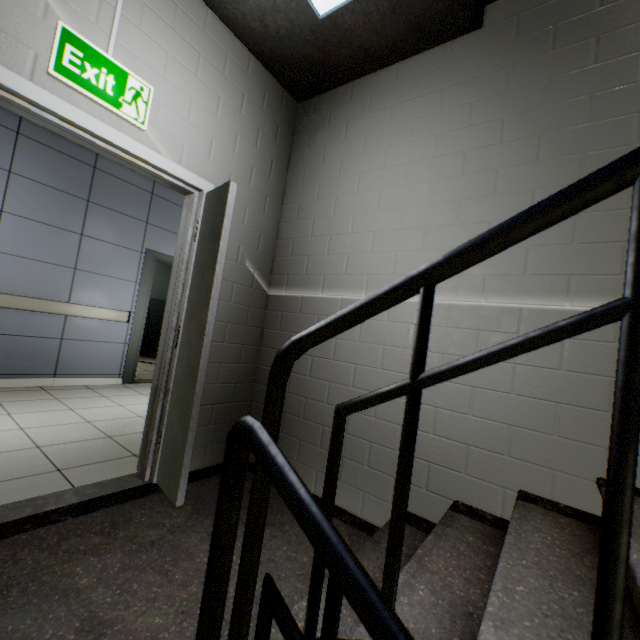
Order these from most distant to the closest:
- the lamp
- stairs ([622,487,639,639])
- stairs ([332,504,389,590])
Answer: the lamp < stairs ([332,504,389,590]) < stairs ([622,487,639,639])

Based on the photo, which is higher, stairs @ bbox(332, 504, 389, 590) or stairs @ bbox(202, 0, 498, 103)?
stairs @ bbox(202, 0, 498, 103)

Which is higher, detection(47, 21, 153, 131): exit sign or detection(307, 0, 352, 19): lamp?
detection(307, 0, 352, 19): lamp

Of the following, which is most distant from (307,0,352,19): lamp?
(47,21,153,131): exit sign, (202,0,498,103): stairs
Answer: (47,21,153,131): exit sign

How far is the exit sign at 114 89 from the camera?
1.6m

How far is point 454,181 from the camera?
2.1m

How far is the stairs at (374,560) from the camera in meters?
1.4
